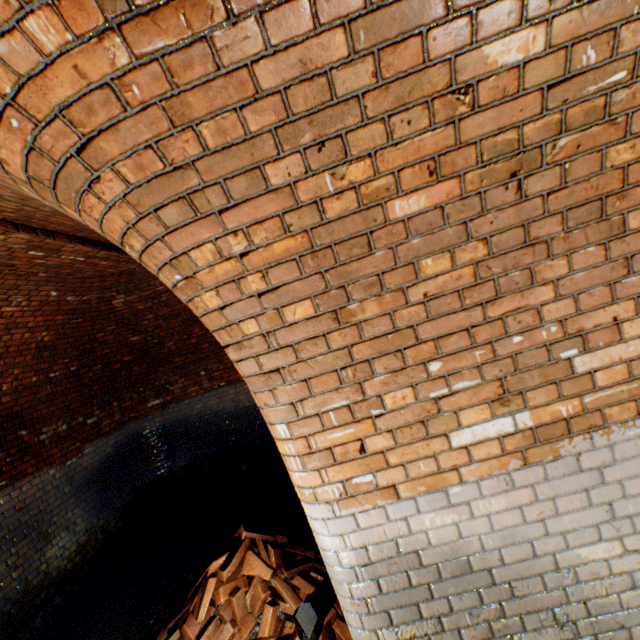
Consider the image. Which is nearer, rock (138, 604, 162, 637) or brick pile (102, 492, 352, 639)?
brick pile (102, 492, 352, 639)

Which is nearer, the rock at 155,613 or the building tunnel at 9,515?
the building tunnel at 9,515

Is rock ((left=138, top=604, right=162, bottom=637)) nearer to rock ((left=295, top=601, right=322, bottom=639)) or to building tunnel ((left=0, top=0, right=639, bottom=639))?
building tunnel ((left=0, top=0, right=639, bottom=639))

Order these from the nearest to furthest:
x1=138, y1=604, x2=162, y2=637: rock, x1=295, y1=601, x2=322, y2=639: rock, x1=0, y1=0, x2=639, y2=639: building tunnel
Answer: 1. x1=0, y1=0, x2=639, y2=639: building tunnel
2. x1=295, y1=601, x2=322, y2=639: rock
3. x1=138, y1=604, x2=162, y2=637: rock

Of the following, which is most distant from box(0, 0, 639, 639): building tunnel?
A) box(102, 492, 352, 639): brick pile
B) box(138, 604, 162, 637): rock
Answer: box(138, 604, 162, 637): rock

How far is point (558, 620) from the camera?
1.59m

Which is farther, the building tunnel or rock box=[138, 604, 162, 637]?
rock box=[138, 604, 162, 637]

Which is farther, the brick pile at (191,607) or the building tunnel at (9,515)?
the brick pile at (191,607)
